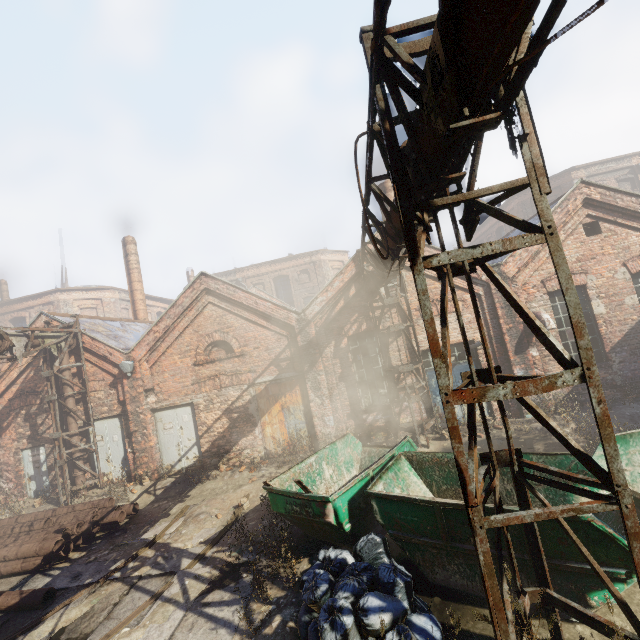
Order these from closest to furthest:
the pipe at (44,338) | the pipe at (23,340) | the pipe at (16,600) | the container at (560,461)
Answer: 1. the container at (560,461)
2. the pipe at (16,600)
3. the pipe at (23,340)
4. the pipe at (44,338)

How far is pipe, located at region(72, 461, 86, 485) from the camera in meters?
11.8

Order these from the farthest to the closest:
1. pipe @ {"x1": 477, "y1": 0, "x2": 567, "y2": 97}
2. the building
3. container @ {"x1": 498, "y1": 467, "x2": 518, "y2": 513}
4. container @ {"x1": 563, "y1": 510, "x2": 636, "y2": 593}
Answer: the building
container @ {"x1": 498, "y1": 467, "x2": 518, "y2": 513}
container @ {"x1": 563, "y1": 510, "x2": 636, "y2": 593}
pipe @ {"x1": 477, "y1": 0, "x2": 567, "y2": 97}

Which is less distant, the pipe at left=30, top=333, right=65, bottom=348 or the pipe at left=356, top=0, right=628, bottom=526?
the pipe at left=356, top=0, right=628, bottom=526

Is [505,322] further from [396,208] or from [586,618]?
[586,618]

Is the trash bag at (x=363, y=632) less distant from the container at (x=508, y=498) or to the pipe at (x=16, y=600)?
the container at (x=508, y=498)

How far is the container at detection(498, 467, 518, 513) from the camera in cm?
421

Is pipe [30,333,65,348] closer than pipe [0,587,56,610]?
No
